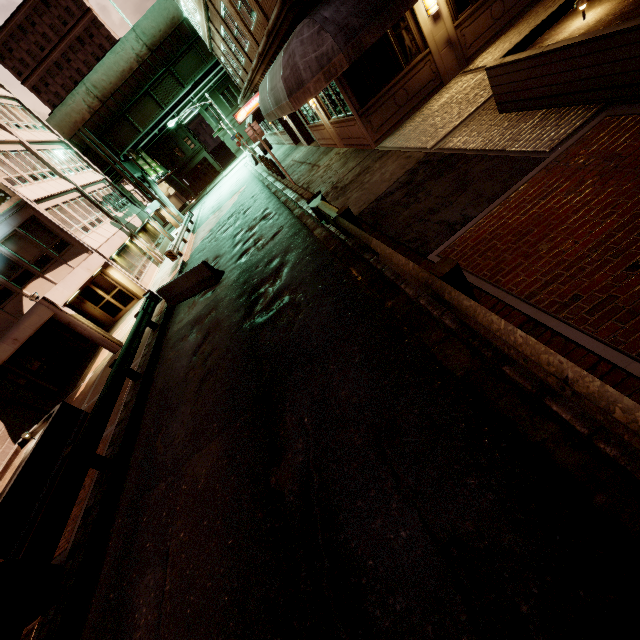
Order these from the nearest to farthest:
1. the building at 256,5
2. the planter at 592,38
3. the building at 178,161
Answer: the planter at 592,38, the building at 256,5, the building at 178,161

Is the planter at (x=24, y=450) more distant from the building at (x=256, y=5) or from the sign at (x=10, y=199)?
the building at (x=256, y=5)

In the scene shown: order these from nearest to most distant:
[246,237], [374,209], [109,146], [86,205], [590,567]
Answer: [590,567] → [374,209] → [246,237] → [86,205] → [109,146]

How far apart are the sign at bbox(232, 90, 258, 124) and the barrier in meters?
12.0

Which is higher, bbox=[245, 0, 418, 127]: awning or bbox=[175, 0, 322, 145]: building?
bbox=[175, 0, 322, 145]: building

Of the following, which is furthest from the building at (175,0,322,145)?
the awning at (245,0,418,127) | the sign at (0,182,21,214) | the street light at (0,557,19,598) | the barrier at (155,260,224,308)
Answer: the sign at (0,182,21,214)

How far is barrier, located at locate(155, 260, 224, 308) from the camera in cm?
1289

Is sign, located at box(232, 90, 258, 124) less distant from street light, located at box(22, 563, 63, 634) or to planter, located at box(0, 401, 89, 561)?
planter, located at box(0, 401, 89, 561)
